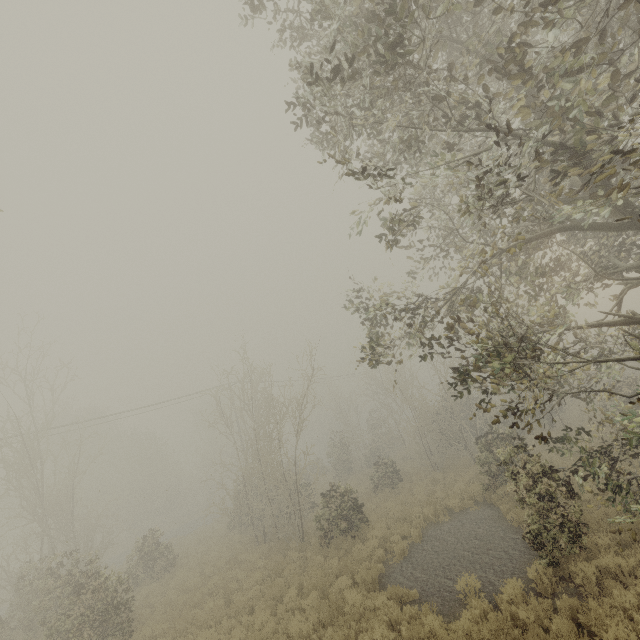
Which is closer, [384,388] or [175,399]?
[175,399]
